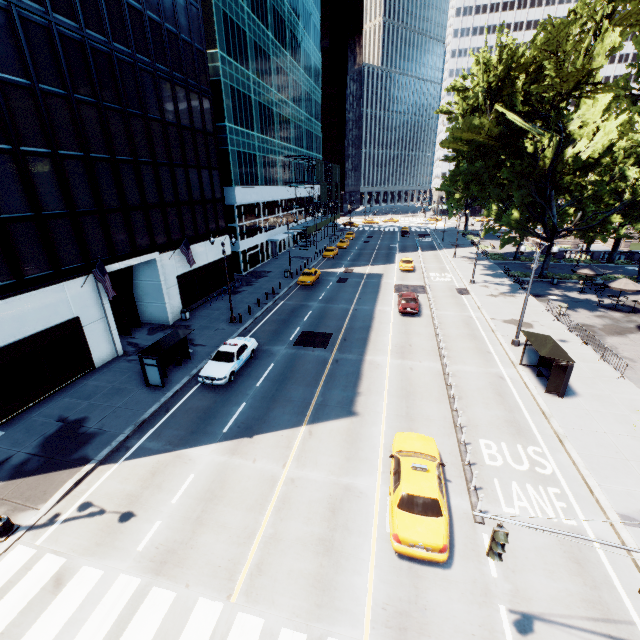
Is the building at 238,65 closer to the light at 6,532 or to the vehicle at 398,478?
the light at 6,532

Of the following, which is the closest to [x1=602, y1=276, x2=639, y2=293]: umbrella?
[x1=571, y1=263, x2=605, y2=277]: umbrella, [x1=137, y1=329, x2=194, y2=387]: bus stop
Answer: [x1=571, y1=263, x2=605, y2=277]: umbrella

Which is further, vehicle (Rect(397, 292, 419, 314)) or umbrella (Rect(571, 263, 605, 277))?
umbrella (Rect(571, 263, 605, 277))

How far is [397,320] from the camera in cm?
2841

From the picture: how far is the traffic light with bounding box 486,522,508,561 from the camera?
6.5 meters

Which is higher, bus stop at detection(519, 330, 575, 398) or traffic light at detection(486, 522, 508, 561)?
traffic light at detection(486, 522, 508, 561)

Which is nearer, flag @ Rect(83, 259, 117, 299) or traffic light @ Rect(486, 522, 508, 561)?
traffic light @ Rect(486, 522, 508, 561)

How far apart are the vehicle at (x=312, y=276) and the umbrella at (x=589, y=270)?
27.8 meters
